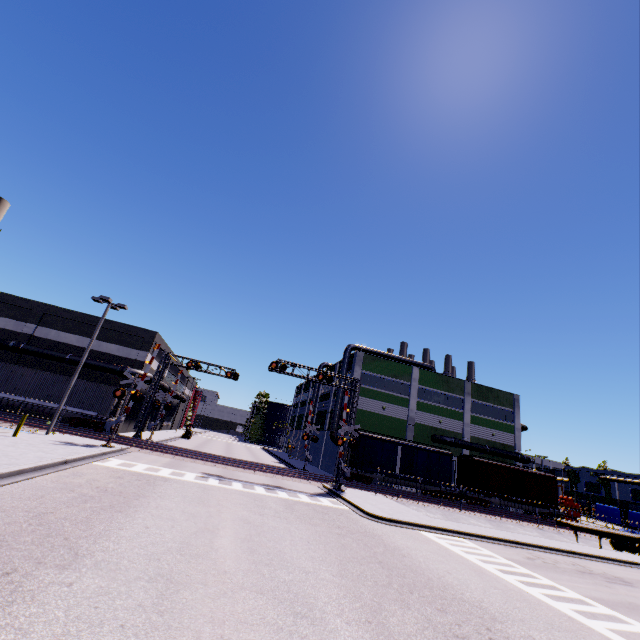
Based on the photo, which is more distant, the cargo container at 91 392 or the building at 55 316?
the building at 55 316

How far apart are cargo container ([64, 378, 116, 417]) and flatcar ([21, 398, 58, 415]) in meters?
0.0

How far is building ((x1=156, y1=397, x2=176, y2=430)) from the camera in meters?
51.8 m

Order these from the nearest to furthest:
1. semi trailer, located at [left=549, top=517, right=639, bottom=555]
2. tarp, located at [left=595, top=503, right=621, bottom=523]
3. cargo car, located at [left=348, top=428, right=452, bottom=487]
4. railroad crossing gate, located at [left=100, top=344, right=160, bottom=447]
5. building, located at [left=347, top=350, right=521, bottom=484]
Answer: railroad crossing gate, located at [left=100, top=344, right=160, bottom=447] < semi trailer, located at [left=549, top=517, right=639, bottom=555] < cargo car, located at [left=348, top=428, right=452, bottom=487] < building, located at [left=347, top=350, right=521, bottom=484] < tarp, located at [left=595, top=503, right=621, bottom=523]

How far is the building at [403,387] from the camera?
39.7m

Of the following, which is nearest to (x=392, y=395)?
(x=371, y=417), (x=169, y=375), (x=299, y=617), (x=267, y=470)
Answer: (x=371, y=417)

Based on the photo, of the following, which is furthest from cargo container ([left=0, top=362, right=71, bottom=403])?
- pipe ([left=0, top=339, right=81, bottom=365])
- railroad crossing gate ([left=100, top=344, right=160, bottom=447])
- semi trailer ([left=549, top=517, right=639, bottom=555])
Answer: railroad crossing gate ([left=100, top=344, right=160, bottom=447])

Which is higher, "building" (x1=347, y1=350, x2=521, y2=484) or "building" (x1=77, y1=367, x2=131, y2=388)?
"building" (x1=347, y1=350, x2=521, y2=484)
